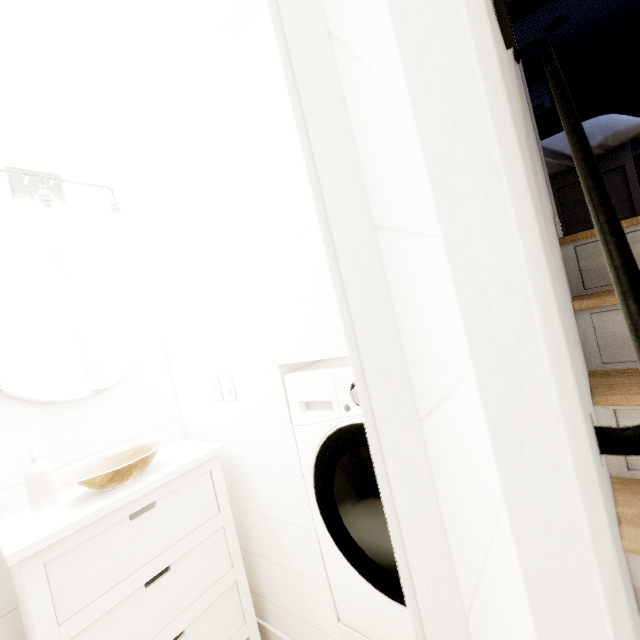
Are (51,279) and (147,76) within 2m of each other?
yes

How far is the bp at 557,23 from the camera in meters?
3.2

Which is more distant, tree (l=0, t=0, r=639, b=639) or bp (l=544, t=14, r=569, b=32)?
bp (l=544, t=14, r=569, b=32)

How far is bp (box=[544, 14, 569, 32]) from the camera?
3.2 meters

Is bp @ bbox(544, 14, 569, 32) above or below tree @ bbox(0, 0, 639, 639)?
above

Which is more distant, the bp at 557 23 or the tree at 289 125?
the bp at 557 23
